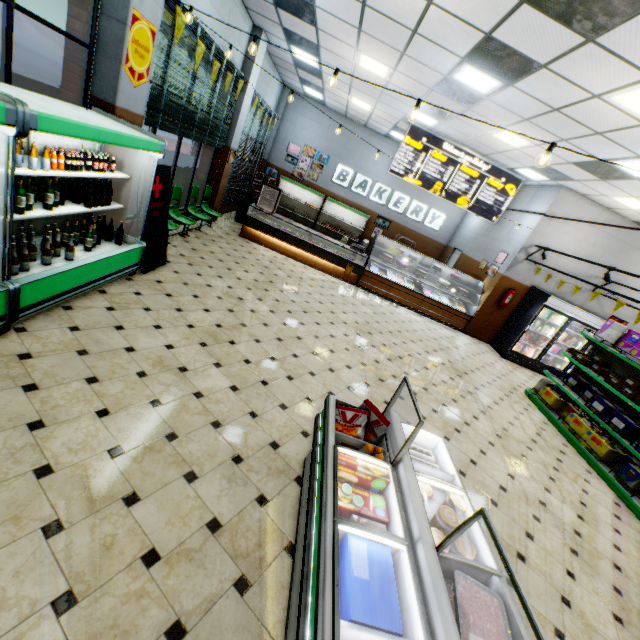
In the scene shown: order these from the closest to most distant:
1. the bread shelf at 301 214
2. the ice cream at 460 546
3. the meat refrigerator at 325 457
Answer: the meat refrigerator at 325 457 → the ice cream at 460 546 → the bread shelf at 301 214

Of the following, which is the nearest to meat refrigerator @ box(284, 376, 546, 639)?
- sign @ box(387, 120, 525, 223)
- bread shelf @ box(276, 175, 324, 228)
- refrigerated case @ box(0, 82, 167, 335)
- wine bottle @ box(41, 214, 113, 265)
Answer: refrigerated case @ box(0, 82, 167, 335)

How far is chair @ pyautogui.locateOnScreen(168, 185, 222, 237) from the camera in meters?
6.8 m

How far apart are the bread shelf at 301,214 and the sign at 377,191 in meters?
0.6

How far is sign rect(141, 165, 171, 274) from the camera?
5.1m

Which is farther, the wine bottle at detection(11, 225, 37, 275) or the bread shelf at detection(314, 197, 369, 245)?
the bread shelf at detection(314, 197, 369, 245)

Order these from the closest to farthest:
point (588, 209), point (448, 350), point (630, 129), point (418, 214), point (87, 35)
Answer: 1. point (87, 35)
2. point (630, 129)
3. point (448, 350)
4. point (588, 209)
5. point (418, 214)

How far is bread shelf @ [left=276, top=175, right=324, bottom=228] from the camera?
13.8 meters
